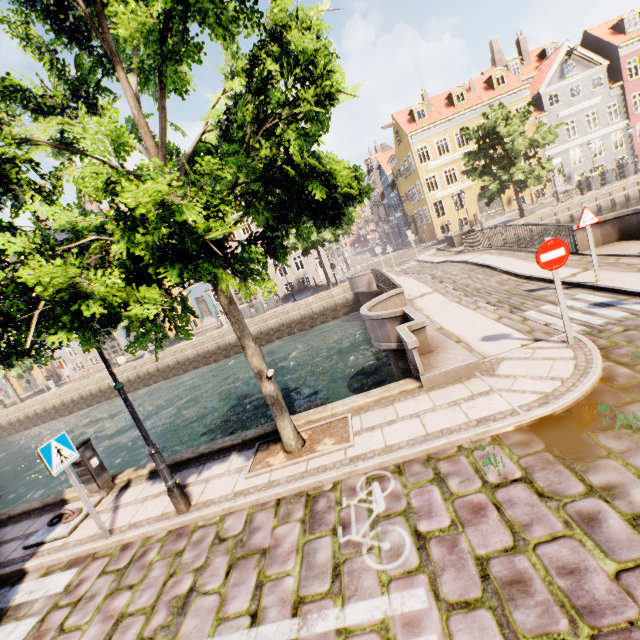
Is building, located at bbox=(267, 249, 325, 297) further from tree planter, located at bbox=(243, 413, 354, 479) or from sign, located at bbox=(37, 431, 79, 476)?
sign, located at bbox=(37, 431, 79, 476)

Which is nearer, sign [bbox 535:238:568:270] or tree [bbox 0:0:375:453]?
tree [bbox 0:0:375:453]

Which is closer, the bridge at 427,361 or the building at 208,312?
the bridge at 427,361

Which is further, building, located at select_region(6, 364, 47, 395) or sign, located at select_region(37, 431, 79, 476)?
building, located at select_region(6, 364, 47, 395)

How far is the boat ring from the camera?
5.90m

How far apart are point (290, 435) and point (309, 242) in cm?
352

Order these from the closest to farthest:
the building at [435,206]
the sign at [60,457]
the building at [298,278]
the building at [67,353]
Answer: the sign at [60,457] → the building at [435,206] → the building at [298,278] → the building at [67,353]

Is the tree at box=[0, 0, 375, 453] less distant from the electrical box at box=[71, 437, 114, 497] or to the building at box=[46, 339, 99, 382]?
the electrical box at box=[71, 437, 114, 497]
